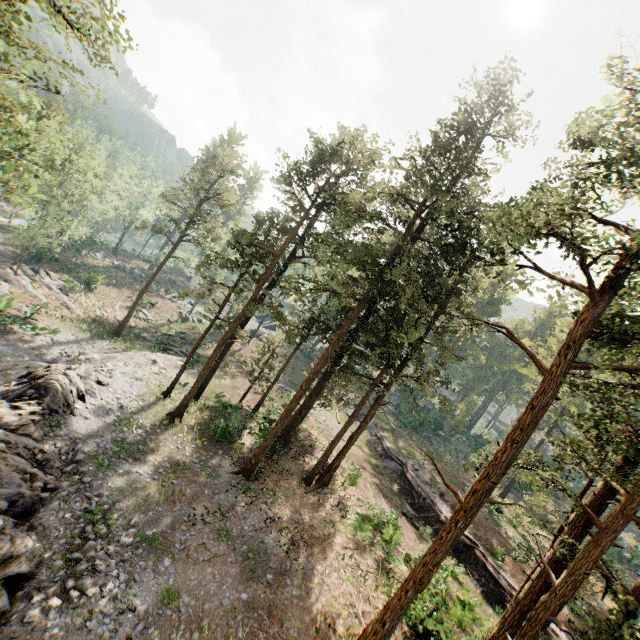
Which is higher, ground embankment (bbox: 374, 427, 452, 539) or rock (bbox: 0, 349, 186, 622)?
ground embankment (bbox: 374, 427, 452, 539)

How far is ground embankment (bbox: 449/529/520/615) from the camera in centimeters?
2219cm

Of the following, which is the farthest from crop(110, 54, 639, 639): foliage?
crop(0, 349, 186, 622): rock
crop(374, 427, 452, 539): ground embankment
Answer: crop(0, 349, 186, 622): rock

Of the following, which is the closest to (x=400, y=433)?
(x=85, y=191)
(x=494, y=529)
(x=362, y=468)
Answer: (x=362, y=468)

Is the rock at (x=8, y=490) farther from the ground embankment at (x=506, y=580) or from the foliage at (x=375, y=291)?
the ground embankment at (x=506, y=580)

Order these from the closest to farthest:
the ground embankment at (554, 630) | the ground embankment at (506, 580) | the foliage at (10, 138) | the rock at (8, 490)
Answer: the rock at (8, 490)
the foliage at (10, 138)
the ground embankment at (554, 630)
the ground embankment at (506, 580)

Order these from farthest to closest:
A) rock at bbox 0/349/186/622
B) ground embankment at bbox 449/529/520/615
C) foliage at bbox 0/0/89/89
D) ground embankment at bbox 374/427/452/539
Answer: ground embankment at bbox 374/427/452/539, ground embankment at bbox 449/529/520/615, foliage at bbox 0/0/89/89, rock at bbox 0/349/186/622
